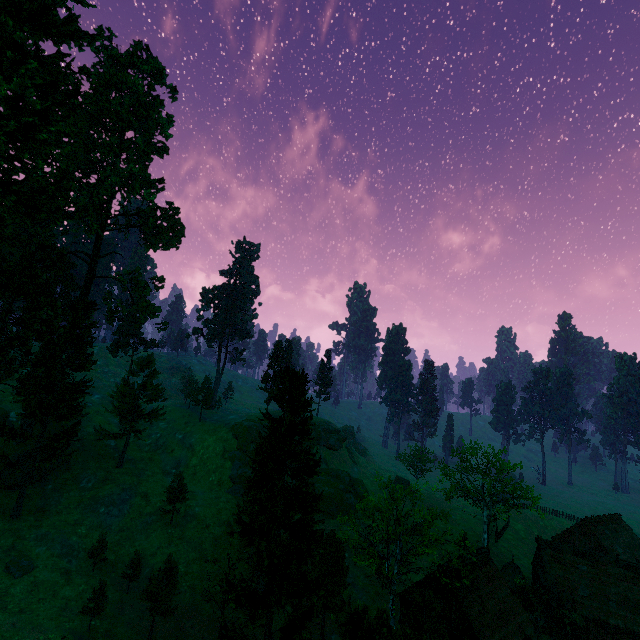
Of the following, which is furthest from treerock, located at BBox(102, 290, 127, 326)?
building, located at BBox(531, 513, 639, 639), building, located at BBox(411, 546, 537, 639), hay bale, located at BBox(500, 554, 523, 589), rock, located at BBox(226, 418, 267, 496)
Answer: hay bale, located at BBox(500, 554, 523, 589)

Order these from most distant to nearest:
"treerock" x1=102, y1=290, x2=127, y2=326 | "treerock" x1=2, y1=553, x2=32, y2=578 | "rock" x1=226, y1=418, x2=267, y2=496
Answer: "rock" x1=226, y1=418, x2=267, y2=496 → "treerock" x1=102, y1=290, x2=127, y2=326 → "treerock" x1=2, y1=553, x2=32, y2=578

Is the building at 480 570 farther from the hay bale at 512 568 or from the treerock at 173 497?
the hay bale at 512 568

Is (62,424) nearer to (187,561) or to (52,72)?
(187,561)

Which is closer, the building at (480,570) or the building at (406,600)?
the building at (480,570)

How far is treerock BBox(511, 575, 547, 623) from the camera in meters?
32.5 m

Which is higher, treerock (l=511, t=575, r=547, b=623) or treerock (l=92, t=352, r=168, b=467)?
treerock (l=92, t=352, r=168, b=467)
